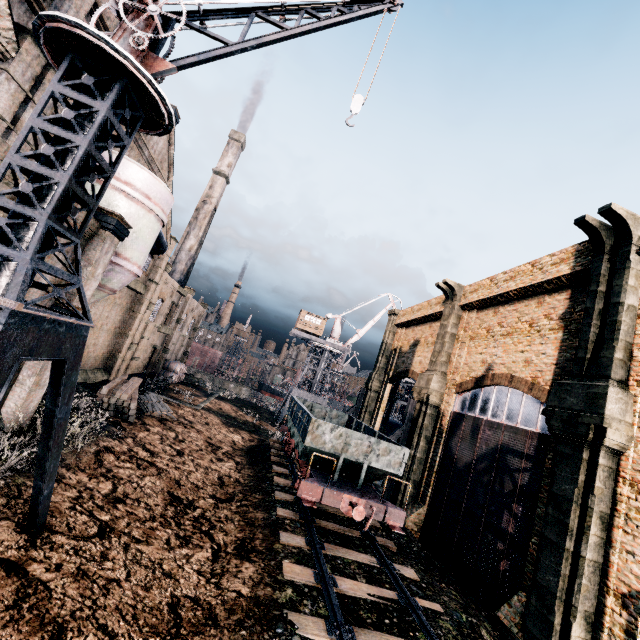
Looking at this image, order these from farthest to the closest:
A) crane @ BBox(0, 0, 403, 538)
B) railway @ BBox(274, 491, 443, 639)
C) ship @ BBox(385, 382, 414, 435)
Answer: ship @ BBox(385, 382, 414, 435) < railway @ BBox(274, 491, 443, 639) < crane @ BBox(0, 0, 403, 538)

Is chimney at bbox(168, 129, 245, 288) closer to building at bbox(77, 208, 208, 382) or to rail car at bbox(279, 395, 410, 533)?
rail car at bbox(279, 395, 410, 533)

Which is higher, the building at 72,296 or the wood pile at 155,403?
the building at 72,296

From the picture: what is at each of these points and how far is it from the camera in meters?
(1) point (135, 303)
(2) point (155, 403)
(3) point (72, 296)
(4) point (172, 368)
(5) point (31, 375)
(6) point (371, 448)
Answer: (1) building, 31.4
(2) wood pile, 27.0
(3) building, 14.0
(4) wooden barrel, 45.5
(5) building, 13.2
(6) rail car, 15.2

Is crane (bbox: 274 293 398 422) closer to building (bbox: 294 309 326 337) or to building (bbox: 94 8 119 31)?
building (bbox: 294 309 326 337)

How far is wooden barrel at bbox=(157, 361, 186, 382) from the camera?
44.8 meters

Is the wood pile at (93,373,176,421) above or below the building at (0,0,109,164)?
below

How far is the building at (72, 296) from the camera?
13.89m
